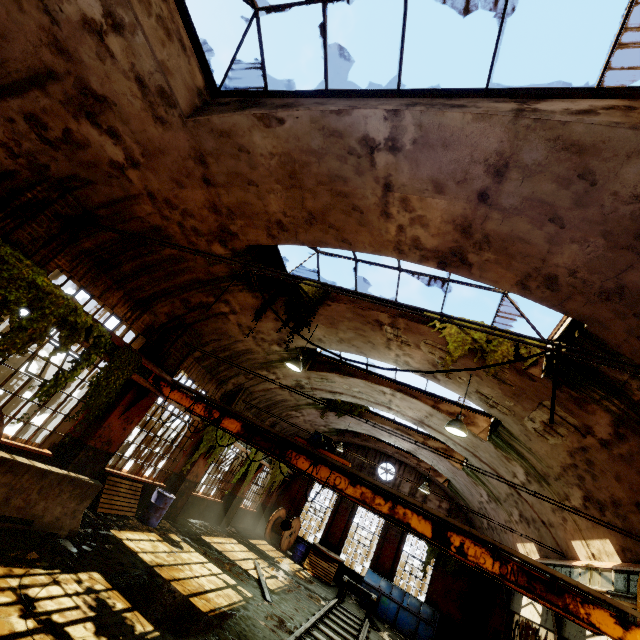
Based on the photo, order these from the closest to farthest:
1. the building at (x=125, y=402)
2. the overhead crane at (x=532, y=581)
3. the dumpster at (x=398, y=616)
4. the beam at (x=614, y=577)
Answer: the overhead crane at (x=532, y=581) < the beam at (x=614, y=577) < the building at (x=125, y=402) < the dumpster at (x=398, y=616)

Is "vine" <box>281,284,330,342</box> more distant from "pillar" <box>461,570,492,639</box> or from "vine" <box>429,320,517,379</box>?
"pillar" <box>461,570,492,639</box>

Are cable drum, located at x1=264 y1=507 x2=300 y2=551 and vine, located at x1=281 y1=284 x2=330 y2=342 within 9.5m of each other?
no

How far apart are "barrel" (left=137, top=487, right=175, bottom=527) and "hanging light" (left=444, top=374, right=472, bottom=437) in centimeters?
919cm

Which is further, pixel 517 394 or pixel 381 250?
pixel 517 394

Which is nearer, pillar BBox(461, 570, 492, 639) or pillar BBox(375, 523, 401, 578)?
A: pillar BBox(461, 570, 492, 639)

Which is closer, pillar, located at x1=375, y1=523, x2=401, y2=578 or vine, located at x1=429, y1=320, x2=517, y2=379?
vine, located at x1=429, y1=320, x2=517, y2=379

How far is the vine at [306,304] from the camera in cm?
866
